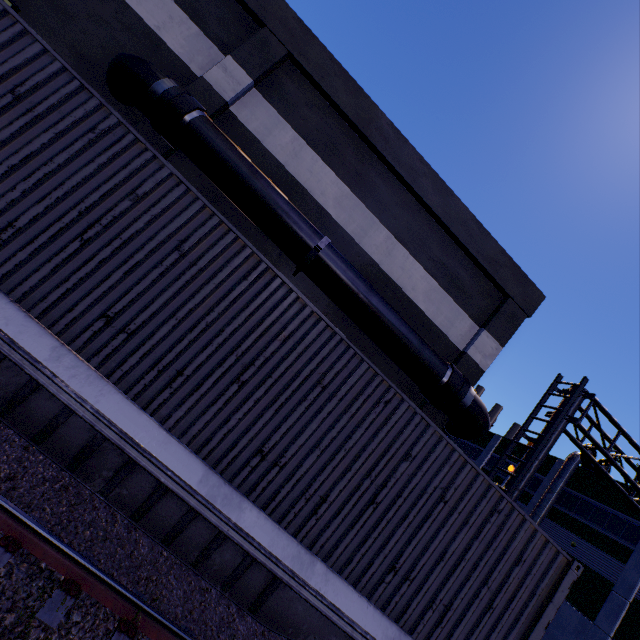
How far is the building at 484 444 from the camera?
36.6m

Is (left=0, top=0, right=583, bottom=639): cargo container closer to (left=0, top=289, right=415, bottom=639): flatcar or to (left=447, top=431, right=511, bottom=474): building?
(left=0, top=289, right=415, bottom=639): flatcar

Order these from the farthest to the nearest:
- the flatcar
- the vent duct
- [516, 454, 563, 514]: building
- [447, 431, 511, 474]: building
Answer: [447, 431, 511, 474]: building < [516, 454, 563, 514]: building < the vent duct < the flatcar

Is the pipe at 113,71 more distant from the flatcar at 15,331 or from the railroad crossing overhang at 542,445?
the flatcar at 15,331

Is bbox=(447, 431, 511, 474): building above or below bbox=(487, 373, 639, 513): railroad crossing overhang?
above

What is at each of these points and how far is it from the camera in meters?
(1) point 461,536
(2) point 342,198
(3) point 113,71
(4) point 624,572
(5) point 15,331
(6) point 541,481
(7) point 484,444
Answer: (1) cargo container, 4.7 m
(2) building, 9.6 m
(3) pipe, 7.4 m
(4) building, 21.9 m
(5) flatcar, 3.5 m
(6) building, 30.8 m
(7) building, 39.0 m

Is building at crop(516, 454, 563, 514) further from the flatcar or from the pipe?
the flatcar

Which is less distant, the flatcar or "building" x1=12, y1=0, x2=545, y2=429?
the flatcar
